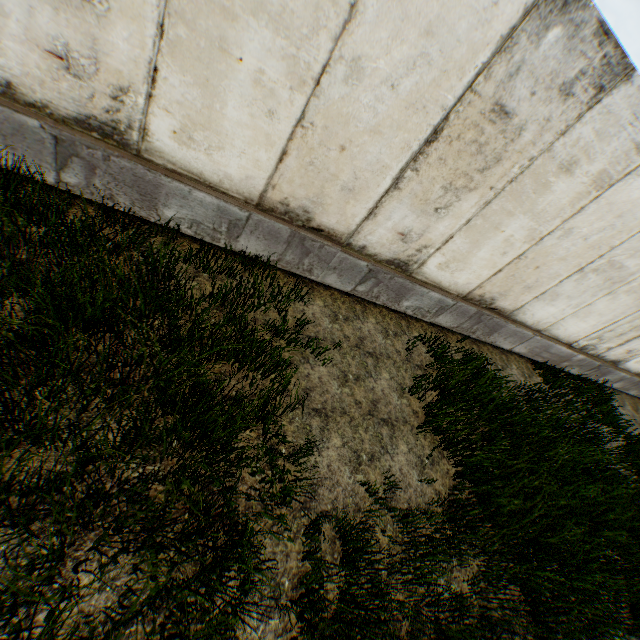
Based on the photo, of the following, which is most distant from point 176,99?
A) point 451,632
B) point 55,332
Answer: point 451,632
